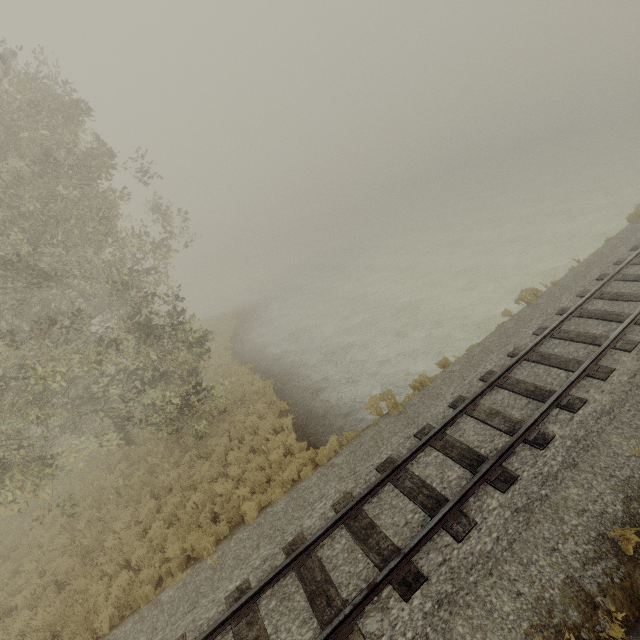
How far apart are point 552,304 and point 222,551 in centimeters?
1344cm
